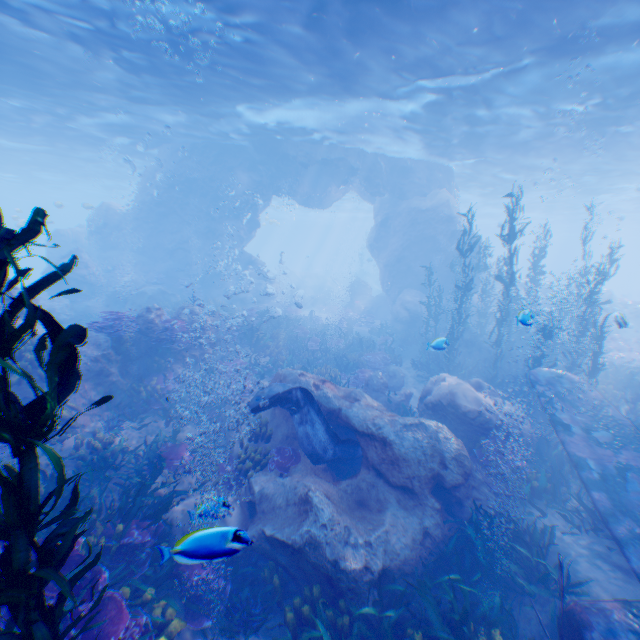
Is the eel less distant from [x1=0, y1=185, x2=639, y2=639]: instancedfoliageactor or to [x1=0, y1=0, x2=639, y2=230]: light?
[x1=0, y1=185, x2=639, y2=639]: instancedfoliageactor

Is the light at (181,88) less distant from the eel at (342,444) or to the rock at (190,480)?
the rock at (190,480)

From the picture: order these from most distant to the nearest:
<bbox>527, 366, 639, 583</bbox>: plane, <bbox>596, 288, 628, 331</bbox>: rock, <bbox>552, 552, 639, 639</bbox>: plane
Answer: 1. <bbox>596, 288, 628, 331</bbox>: rock
2. <bbox>527, 366, 639, 583</bbox>: plane
3. <bbox>552, 552, 639, 639</bbox>: plane

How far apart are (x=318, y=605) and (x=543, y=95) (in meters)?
19.03

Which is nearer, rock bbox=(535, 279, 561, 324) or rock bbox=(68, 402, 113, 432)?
rock bbox=(68, 402, 113, 432)

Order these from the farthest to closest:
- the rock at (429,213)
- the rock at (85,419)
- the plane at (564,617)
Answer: the rock at (429,213)
the rock at (85,419)
the plane at (564,617)

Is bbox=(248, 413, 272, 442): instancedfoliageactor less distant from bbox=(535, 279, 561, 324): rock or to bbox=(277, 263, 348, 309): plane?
bbox=(535, 279, 561, 324): rock

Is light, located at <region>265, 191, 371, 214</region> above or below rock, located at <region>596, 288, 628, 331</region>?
above
